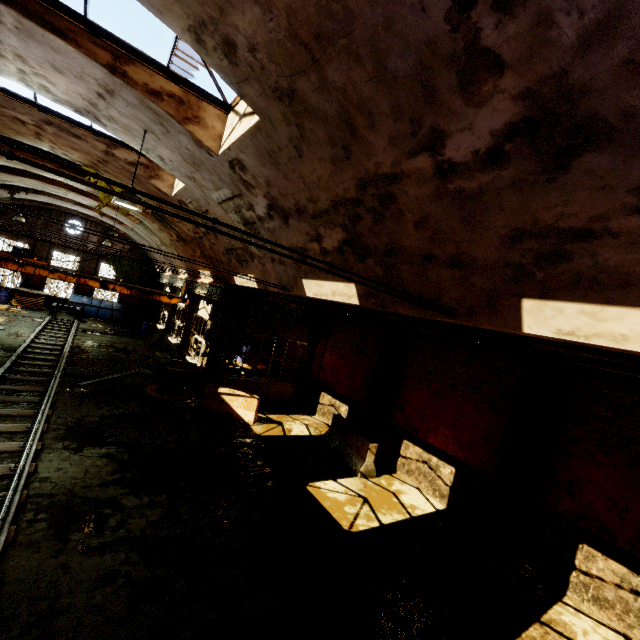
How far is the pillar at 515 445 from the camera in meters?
7.7 m

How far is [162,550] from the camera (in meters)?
5.53

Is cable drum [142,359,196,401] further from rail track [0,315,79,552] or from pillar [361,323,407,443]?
pillar [361,323,407,443]

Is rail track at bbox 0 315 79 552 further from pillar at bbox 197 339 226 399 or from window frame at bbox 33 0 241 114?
window frame at bbox 33 0 241 114

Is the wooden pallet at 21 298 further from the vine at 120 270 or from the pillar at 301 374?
the pillar at 301 374

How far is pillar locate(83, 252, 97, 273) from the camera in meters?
26.3

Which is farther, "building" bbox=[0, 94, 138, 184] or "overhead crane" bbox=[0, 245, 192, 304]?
"overhead crane" bbox=[0, 245, 192, 304]

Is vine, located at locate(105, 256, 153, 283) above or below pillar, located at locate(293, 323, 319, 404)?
above
